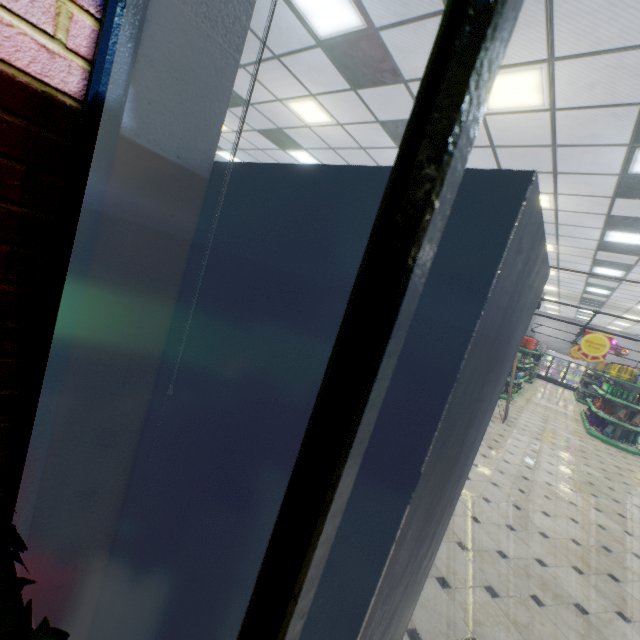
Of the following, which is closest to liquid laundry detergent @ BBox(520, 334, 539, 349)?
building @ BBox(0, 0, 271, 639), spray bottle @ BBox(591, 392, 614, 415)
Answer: building @ BBox(0, 0, 271, 639)

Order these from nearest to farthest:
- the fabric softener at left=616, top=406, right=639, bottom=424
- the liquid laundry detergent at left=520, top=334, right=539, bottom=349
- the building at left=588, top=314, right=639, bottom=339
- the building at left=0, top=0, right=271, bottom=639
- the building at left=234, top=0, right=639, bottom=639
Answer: the building at left=234, top=0, right=639, bottom=639 → the building at left=0, top=0, right=271, bottom=639 → the fabric softener at left=616, top=406, right=639, bottom=424 → the liquid laundry detergent at left=520, top=334, right=539, bottom=349 → the building at left=588, top=314, right=639, bottom=339

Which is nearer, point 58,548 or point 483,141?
point 58,548

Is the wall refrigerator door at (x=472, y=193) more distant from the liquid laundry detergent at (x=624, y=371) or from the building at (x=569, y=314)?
the liquid laundry detergent at (x=624, y=371)

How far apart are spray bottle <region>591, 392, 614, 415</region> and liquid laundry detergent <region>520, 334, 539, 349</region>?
2.65m

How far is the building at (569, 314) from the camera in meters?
19.1 m

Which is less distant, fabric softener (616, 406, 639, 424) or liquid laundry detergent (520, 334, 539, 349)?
fabric softener (616, 406, 639, 424)

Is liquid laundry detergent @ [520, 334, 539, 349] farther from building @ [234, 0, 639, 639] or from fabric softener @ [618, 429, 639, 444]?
fabric softener @ [618, 429, 639, 444]
